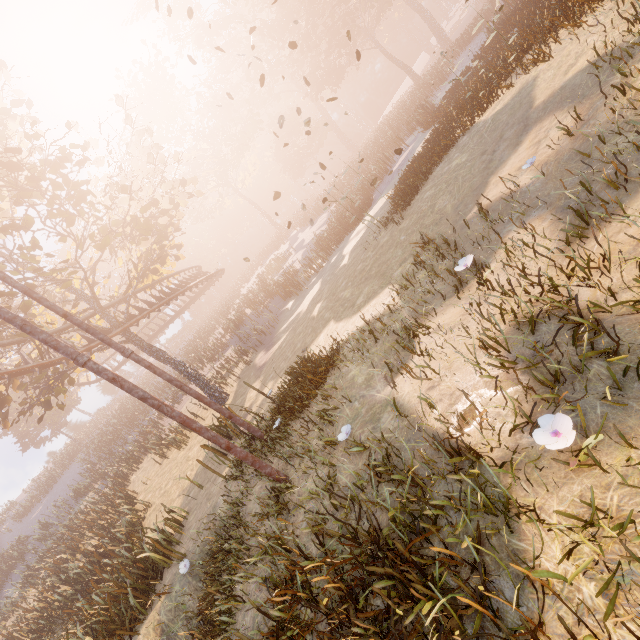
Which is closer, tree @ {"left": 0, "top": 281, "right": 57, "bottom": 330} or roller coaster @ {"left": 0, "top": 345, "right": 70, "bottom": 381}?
tree @ {"left": 0, "top": 281, "right": 57, "bottom": 330}

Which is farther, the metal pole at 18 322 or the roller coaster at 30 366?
the roller coaster at 30 366

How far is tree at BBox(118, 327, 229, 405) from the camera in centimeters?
1691cm

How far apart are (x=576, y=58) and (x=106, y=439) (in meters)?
43.93

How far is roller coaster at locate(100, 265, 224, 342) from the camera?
17.48m

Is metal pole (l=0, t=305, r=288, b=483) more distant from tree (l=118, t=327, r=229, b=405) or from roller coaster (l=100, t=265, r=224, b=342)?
tree (l=118, t=327, r=229, b=405)

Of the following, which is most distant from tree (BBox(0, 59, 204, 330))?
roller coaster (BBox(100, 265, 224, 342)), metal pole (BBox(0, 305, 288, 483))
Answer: metal pole (BBox(0, 305, 288, 483))

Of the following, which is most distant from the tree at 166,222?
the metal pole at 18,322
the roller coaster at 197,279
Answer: the metal pole at 18,322
